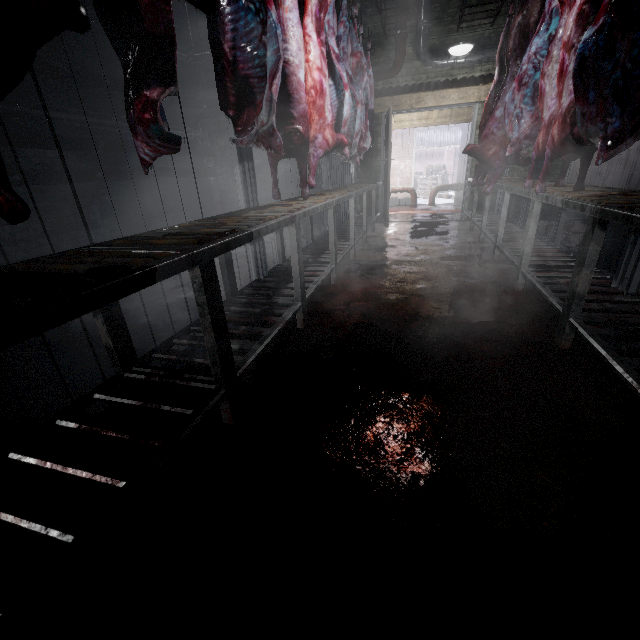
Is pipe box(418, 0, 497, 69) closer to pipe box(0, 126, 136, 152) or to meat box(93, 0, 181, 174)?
pipe box(0, 126, 136, 152)

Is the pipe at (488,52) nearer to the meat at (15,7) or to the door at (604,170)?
the door at (604,170)

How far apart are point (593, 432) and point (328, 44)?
3.78m

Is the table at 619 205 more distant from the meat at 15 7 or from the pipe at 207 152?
the pipe at 207 152

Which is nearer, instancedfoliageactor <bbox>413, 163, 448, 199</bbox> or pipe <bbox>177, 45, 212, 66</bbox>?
pipe <bbox>177, 45, 212, 66</bbox>

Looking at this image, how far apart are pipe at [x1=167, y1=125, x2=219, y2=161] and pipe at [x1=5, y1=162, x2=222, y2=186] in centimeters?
11cm

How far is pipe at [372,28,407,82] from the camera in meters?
5.2 m

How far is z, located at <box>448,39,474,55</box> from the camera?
4.2 meters
